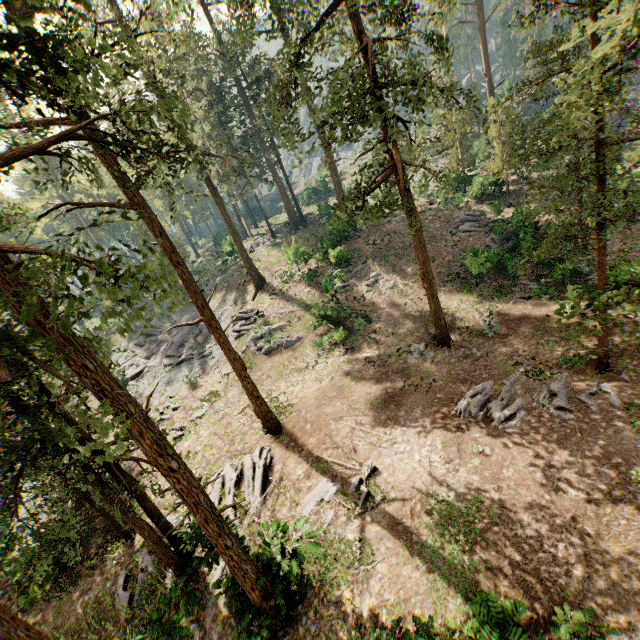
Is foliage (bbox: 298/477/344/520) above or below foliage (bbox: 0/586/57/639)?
below

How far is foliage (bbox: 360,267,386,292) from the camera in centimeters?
2817cm

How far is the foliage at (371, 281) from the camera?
28.17m

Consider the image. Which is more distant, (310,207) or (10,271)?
(310,207)

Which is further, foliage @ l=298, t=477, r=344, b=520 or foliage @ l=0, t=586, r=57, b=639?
foliage @ l=298, t=477, r=344, b=520

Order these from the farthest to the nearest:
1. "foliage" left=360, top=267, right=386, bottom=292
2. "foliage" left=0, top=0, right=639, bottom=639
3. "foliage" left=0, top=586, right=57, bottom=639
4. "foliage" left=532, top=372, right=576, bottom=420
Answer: "foliage" left=360, top=267, right=386, bottom=292 < "foliage" left=532, top=372, right=576, bottom=420 < "foliage" left=0, top=586, right=57, bottom=639 < "foliage" left=0, top=0, right=639, bottom=639
